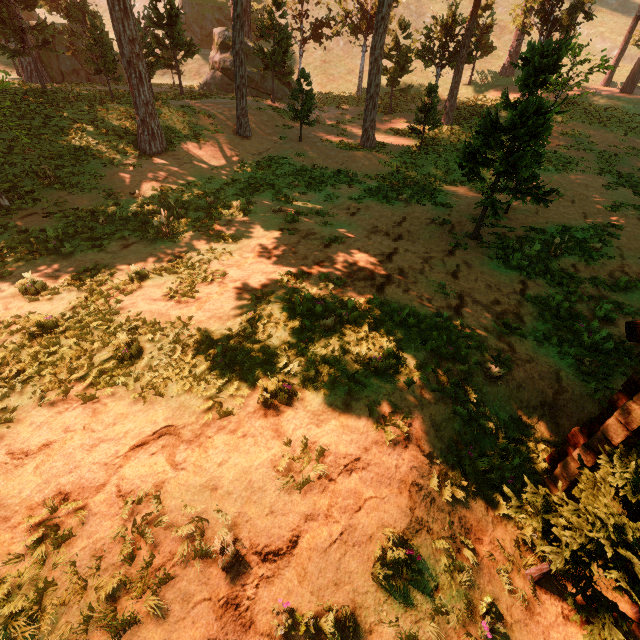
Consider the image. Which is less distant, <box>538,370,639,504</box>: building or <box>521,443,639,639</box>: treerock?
<box>521,443,639,639</box>: treerock

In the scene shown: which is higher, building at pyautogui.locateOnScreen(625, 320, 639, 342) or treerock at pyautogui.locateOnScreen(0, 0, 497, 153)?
treerock at pyautogui.locateOnScreen(0, 0, 497, 153)

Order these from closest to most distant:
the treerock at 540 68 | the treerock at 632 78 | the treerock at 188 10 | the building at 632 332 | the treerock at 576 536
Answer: the treerock at 576 536, the building at 632 332, the treerock at 540 68, the treerock at 188 10, the treerock at 632 78

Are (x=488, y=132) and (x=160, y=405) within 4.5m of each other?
no

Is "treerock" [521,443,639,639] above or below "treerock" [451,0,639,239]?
below

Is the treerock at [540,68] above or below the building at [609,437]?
above

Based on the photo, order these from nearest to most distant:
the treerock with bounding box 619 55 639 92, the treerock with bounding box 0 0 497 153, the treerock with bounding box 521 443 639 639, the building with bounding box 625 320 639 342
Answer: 1. the treerock with bounding box 521 443 639 639
2. the building with bounding box 625 320 639 342
3. the treerock with bounding box 0 0 497 153
4. the treerock with bounding box 619 55 639 92
